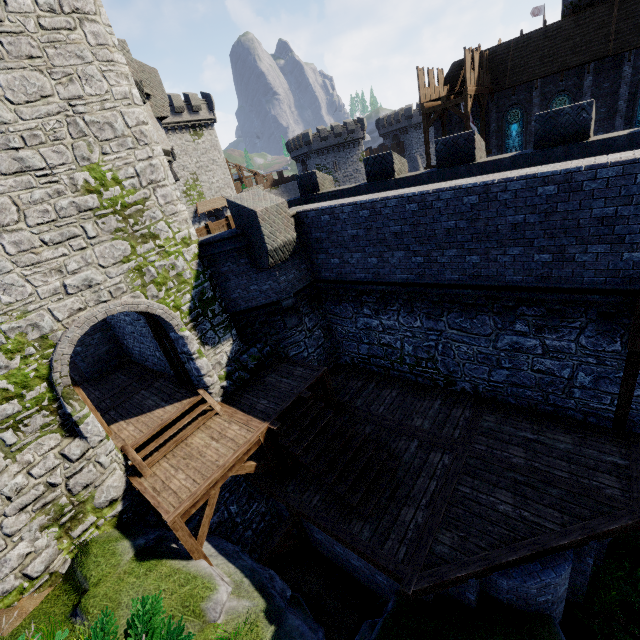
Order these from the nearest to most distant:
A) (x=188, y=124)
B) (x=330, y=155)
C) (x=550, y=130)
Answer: (x=550, y=130)
(x=188, y=124)
(x=330, y=155)

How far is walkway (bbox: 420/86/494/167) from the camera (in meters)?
21.77

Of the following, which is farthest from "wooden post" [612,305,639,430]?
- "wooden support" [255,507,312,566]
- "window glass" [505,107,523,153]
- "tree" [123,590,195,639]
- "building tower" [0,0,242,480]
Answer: "window glass" [505,107,523,153]

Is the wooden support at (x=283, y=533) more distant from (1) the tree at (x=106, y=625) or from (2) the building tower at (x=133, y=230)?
(1) the tree at (x=106, y=625)

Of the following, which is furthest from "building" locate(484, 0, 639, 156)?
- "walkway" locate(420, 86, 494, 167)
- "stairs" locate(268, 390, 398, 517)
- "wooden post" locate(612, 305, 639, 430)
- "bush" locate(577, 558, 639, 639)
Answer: "stairs" locate(268, 390, 398, 517)

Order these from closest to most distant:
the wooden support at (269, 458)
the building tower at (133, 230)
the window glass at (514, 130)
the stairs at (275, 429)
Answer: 1. the building tower at (133, 230)
2. the wooden support at (269, 458)
3. the stairs at (275, 429)
4. the window glass at (514, 130)

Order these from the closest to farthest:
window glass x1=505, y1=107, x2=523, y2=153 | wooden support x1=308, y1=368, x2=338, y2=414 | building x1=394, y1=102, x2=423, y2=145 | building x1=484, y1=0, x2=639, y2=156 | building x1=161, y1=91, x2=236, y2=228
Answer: wooden support x1=308, y1=368, x2=338, y2=414, building x1=484, y1=0, x2=639, y2=156, window glass x1=505, y1=107, x2=523, y2=153, building x1=161, y1=91, x2=236, y2=228, building x1=394, y1=102, x2=423, y2=145

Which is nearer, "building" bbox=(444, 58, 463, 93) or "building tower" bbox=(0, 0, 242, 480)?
"building tower" bbox=(0, 0, 242, 480)
